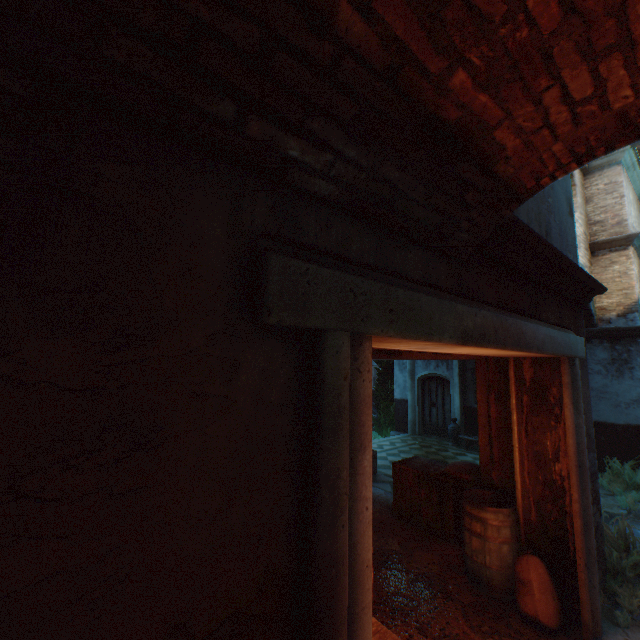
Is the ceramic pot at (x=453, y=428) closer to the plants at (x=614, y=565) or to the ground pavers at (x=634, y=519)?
the ground pavers at (x=634, y=519)

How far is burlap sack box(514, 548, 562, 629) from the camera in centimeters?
330cm

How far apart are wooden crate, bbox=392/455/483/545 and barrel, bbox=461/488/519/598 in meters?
0.3

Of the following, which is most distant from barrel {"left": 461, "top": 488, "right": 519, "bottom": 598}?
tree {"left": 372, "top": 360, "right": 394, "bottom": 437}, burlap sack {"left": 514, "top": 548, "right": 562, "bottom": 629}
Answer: tree {"left": 372, "top": 360, "right": 394, "bottom": 437}

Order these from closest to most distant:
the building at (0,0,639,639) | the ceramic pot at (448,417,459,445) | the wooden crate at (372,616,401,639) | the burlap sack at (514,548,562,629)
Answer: the building at (0,0,639,639) → the wooden crate at (372,616,401,639) → the burlap sack at (514,548,562,629) → the ceramic pot at (448,417,459,445)

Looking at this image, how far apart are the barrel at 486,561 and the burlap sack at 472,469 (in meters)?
0.51

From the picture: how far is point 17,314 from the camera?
0.8 meters

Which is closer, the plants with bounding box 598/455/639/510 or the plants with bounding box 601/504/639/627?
the plants with bounding box 601/504/639/627
